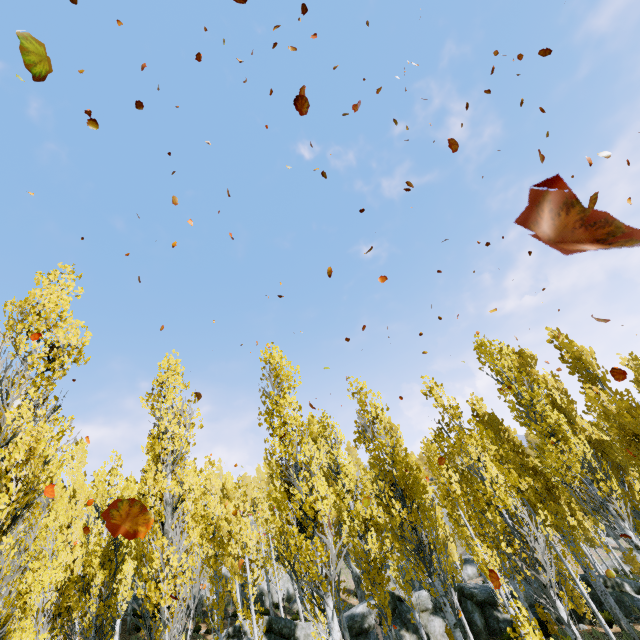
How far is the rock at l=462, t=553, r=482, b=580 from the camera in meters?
33.7 m

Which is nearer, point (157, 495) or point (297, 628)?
point (157, 495)

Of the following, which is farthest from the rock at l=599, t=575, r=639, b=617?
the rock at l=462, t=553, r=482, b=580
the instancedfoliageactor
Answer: the rock at l=462, t=553, r=482, b=580

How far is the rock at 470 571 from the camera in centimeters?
3366cm

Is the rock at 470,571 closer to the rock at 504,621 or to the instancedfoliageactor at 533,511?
the instancedfoliageactor at 533,511

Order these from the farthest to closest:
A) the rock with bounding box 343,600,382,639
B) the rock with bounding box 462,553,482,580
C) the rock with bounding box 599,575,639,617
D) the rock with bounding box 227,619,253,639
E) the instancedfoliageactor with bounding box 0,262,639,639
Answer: the rock with bounding box 462,553,482,580 < the rock with bounding box 343,600,382,639 < the rock with bounding box 599,575,639,617 < the rock with bounding box 227,619,253,639 < the instancedfoliageactor with bounding box 0,262,639,639

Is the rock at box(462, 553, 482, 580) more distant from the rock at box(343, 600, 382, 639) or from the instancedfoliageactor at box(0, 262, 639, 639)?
the rock at box(343, 600, 382, 639)
